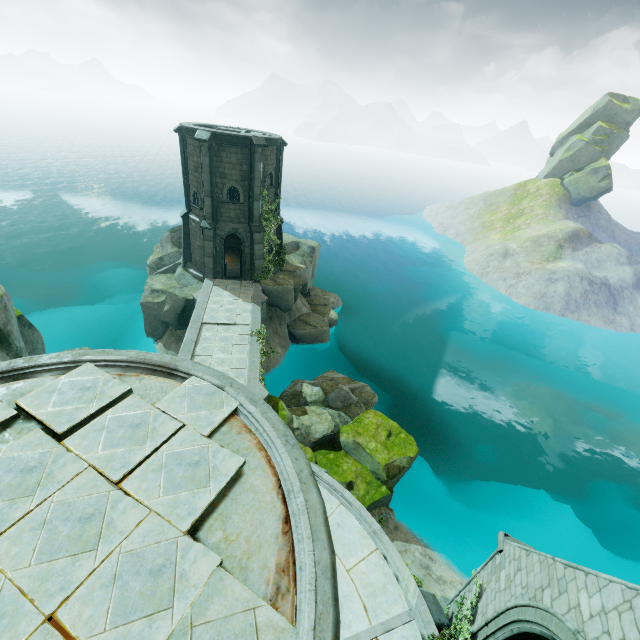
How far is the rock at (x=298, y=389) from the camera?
15.2 meters

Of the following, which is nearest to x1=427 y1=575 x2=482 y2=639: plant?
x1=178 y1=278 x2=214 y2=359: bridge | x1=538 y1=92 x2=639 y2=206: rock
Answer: x1=178 y1=278 x2=214 y2=359: bridge

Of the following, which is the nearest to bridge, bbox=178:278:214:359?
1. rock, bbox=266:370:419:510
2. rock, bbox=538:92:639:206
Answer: rock, bbox=266:370:419:510

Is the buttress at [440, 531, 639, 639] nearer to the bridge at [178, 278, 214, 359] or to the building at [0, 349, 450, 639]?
the building at [0, 349, 450, 639]

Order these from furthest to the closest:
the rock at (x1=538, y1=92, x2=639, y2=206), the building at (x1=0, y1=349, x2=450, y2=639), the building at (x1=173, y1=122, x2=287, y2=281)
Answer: the rock at (x1=538, y1=92, x2=639, y2=206) → the building at (x1=173, y1=122, x2=287, y2=281) → the building at (x1=0, y1=349, x2=450, y2=639)

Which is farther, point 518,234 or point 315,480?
point 518,234

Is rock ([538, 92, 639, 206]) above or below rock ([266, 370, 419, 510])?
above

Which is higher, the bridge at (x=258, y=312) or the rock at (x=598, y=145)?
the rock at (x=598, y=145)
